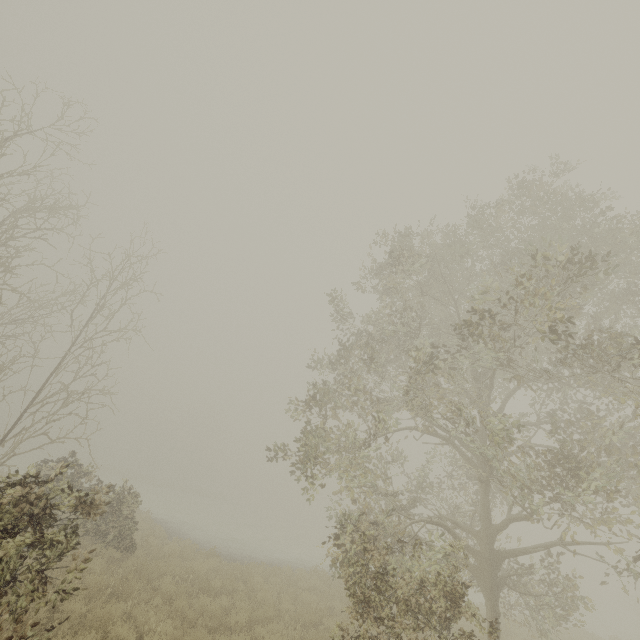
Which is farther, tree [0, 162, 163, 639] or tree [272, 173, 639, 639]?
tree [272, 173, 639, 639]

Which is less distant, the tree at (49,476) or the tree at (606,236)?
the tree at (49,476)

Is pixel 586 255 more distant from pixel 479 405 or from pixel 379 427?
pixel 379 427
